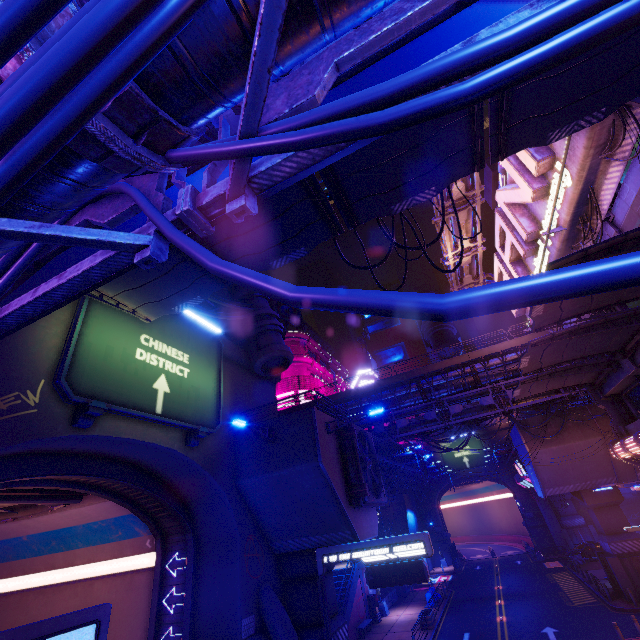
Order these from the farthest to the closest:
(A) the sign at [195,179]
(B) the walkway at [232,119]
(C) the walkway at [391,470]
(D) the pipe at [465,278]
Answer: (C) the walkway at [391,470], (D) the pipe at [465,278], (B) the walkway at [232,119], (A) the sign at [195,179]

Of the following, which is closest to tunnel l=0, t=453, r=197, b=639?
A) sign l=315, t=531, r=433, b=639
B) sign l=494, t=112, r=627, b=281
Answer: sign l=315, t=531, r=433, b=639

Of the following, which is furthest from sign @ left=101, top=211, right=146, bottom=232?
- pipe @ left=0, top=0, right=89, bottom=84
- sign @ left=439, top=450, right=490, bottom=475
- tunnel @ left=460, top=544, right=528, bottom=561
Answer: tunnel @ left=460, top=544, right=528, bottom=561

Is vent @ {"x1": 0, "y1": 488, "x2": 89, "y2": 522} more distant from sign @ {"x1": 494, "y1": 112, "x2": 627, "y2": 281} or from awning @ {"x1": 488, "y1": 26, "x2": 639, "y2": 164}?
sign @ {"x1": 494, "y1": 112, "x2": 627, "y2": 281}

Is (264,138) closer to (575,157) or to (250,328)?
(575,157)

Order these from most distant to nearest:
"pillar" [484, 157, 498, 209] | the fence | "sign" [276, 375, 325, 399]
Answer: "sign" [276, 375, 325, 399] < the fence < "pillar" [484, 157, 498, 209]

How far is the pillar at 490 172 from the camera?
25.3m

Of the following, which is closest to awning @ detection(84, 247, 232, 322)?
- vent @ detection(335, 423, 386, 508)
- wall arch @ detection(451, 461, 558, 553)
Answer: vent @ detection(335, 423, 386, 508)
